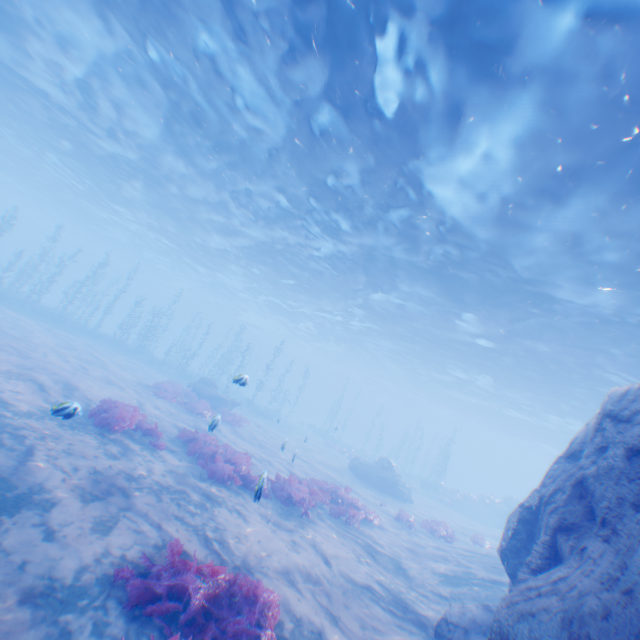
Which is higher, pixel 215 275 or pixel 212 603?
pixel 215 275

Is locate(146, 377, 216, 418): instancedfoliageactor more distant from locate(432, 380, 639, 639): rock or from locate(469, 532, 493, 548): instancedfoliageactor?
locate(469, 532, 493, 548): instancedfoliageactor

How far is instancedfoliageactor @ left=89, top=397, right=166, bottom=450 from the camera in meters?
9.8

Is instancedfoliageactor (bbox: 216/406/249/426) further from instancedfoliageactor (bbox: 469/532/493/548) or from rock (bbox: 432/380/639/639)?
instancedfoliageactor (bbox: 469/532/493/548)

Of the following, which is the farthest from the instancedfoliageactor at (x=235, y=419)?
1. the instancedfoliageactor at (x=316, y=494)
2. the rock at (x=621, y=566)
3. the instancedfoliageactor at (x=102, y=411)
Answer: the rock at (x=621, y=566)

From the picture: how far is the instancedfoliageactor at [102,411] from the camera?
9.8 meters

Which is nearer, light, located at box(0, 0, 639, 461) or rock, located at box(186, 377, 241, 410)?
light, located at box(0, 0, 639, 461)

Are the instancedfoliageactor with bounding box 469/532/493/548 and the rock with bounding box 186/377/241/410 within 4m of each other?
no
